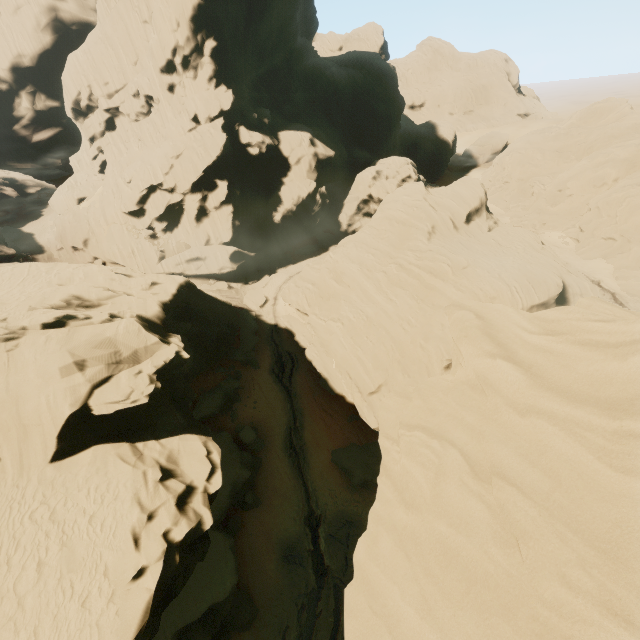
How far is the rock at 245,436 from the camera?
30.56m

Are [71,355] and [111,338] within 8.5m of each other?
yes

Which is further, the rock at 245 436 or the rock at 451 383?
the rock at 245 436

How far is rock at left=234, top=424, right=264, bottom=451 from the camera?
30.6m

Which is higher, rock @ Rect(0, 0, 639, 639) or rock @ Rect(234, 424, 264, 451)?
rock @ Rect(0, 0, 639, 639)

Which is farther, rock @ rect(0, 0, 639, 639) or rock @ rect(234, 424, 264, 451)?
rock @ rect(234, 424, 264, 451)
